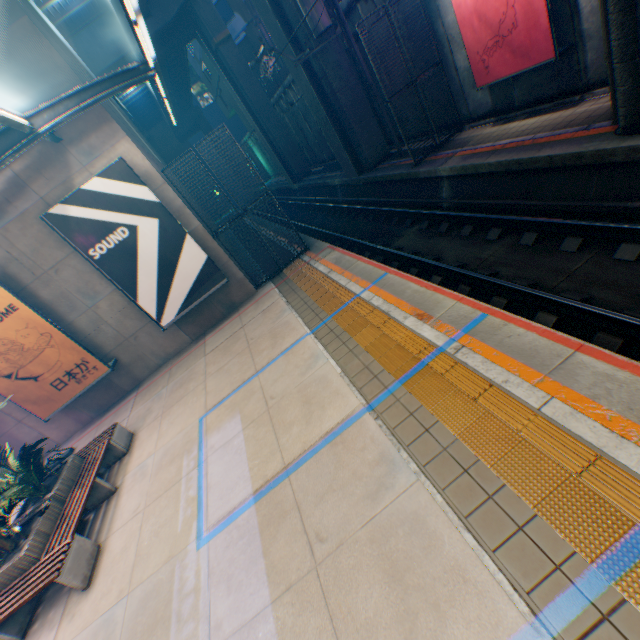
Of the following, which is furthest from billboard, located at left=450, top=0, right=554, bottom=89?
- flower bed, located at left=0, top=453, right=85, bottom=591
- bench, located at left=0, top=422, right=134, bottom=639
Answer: flower bed, located at left=0, top=453, right=85, bottom=591

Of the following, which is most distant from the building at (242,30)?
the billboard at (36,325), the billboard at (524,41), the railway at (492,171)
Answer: the billboard at (36,325)

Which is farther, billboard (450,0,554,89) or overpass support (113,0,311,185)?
overpass support (113,0,311,185)

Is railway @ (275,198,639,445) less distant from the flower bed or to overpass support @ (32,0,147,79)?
overpass support @ (32,0,147,79)

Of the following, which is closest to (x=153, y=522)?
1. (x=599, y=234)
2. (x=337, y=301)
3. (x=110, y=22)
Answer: (x=337, y=301)

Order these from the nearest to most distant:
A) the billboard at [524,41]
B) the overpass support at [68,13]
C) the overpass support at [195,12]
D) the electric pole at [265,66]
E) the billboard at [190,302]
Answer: the billboard at [524,41] < the billboard at [190,302] < the electric pole at [265,66] < the overpass support at [68,13] < the overpass support at [195,12]

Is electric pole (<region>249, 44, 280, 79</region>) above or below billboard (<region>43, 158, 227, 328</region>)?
above

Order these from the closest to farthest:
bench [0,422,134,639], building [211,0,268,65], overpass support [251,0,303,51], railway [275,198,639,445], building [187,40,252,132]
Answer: railway [275,198,639,445]
bench [0,422,134,639]
overpass support [251,0,303,51]
building [211,0,268,65]
building [187,40,252,132]
